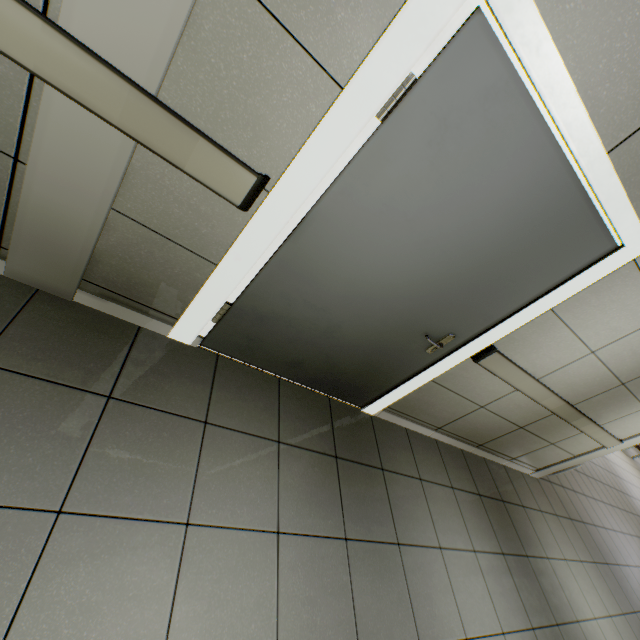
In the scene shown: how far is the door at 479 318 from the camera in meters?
1.2

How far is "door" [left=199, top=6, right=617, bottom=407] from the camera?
1.2m

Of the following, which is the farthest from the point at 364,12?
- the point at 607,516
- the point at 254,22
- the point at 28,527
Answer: the point at 607,516
